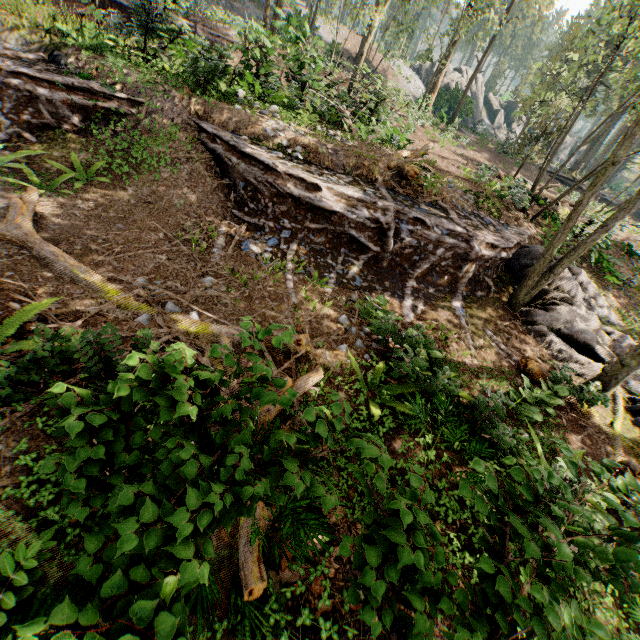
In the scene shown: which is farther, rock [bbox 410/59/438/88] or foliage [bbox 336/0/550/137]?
rock [bbox 410/59/438/88]

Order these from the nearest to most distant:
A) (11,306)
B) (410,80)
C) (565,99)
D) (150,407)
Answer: (150,407) < (11,306) < (565,99) < (410,80)

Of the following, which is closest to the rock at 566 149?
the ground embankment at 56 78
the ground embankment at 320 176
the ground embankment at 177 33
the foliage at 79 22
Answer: the foliage at 79 22

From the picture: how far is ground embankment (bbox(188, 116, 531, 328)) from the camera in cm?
855

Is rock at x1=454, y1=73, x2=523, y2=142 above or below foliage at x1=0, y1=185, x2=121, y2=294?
above

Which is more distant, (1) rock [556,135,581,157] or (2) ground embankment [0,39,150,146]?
(1) rock [556,135,581,157]

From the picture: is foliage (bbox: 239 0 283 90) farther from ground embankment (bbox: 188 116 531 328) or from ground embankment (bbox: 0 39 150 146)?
ground embankment (bbox: 0 39 150 146)

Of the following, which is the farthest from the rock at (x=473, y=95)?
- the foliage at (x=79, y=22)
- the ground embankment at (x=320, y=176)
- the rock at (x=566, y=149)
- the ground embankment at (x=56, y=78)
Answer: the ground embankment at (x=56, y=78)
